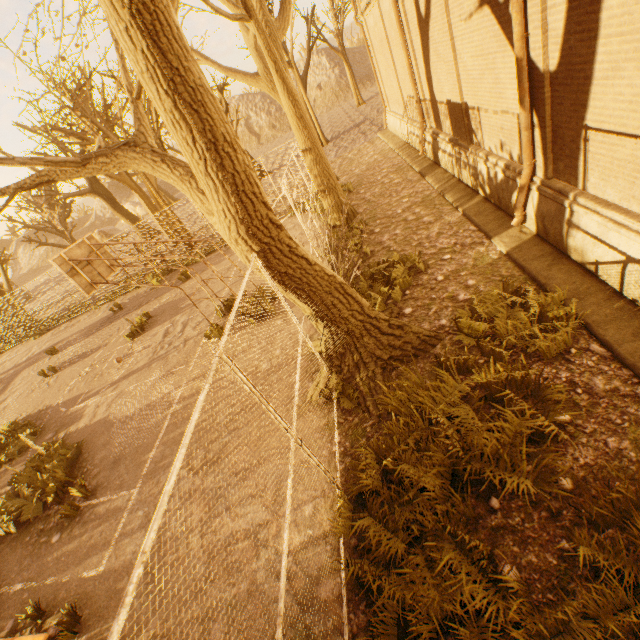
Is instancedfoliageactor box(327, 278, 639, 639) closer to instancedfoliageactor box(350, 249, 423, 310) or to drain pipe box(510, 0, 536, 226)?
instancedfoliageactor box(350, 249, 423, 310)

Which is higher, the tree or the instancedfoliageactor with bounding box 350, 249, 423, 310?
the tree

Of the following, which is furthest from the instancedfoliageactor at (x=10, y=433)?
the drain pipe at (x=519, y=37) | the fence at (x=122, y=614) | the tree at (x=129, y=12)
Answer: the drain pipe at (x=519, y=37)

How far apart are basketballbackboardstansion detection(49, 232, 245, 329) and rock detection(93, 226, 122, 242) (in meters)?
38.26

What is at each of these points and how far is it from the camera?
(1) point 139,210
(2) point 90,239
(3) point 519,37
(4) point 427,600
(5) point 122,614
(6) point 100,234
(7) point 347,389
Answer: (1) rock, 53.7m
(2) basketballbackboardstansion, 9.2m
(3) drain pipe, 5.0m
(4) instancedfoliageactor, 3.2m
(5) fence, 1.5m
(6) rock, 40.8m
(7) instancedfoliageactor, 5.7m

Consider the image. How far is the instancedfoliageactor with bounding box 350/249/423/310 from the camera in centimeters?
723cm

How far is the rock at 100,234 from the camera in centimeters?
4078cm

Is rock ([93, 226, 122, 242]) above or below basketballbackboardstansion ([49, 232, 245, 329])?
below
